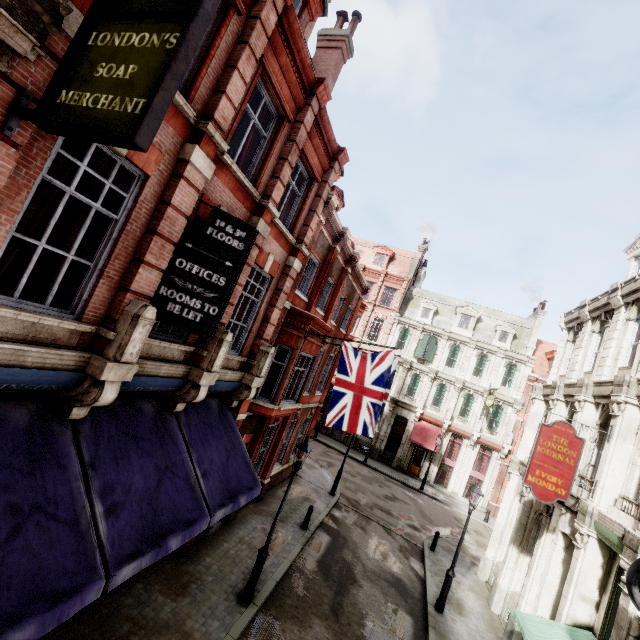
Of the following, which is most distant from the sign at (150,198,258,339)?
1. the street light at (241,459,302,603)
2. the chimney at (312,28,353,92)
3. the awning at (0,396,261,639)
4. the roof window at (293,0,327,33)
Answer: the chimney at (312,28,353,92)

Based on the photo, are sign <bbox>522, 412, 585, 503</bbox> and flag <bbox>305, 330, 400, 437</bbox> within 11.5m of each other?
yes

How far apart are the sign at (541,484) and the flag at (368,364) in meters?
4.8

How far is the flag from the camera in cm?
1098

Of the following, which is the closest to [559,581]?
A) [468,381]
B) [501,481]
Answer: [501,481]

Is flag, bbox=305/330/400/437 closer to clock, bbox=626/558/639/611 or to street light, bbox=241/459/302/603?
street light, bbox=241/459/302/603

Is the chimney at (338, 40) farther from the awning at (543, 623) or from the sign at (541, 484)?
the awning at (543, 623)

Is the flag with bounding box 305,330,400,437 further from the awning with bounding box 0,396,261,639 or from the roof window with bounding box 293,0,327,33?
the roof window with bounding box 293,0,327,33
